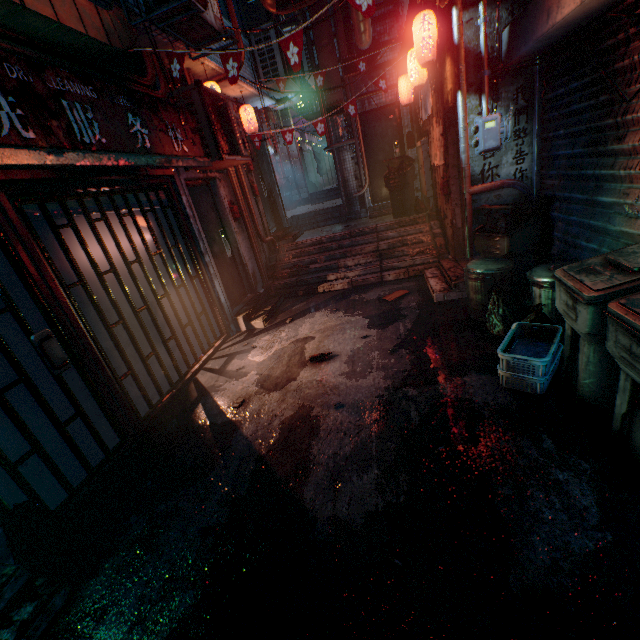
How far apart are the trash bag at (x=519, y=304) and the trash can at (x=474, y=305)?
0.1 meters

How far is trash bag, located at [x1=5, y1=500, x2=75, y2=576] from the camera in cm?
204

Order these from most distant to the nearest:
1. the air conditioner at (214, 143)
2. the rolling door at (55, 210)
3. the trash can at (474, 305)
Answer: the air conditioner at (214, 143), the trash can at (474, 305), the rolling door at (55, 210)

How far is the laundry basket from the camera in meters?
2.4

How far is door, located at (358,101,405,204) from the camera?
7.5m

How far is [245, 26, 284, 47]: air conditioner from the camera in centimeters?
591cm

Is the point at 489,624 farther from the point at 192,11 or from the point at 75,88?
the point at 192,11

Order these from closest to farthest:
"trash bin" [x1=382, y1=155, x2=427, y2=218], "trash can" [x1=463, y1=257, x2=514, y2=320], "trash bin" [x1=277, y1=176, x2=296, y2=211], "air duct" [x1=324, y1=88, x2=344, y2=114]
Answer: "trash can" [x1=463, y1=257, x2=514, y2=320], "trash bin" [x1=382, y1=155, x2=427, y2=218], "air duct" [x1=324, y1=88, x2=344, y2=114], "trash bin" [x1=277, y1=176, x2=296, y2=211]
